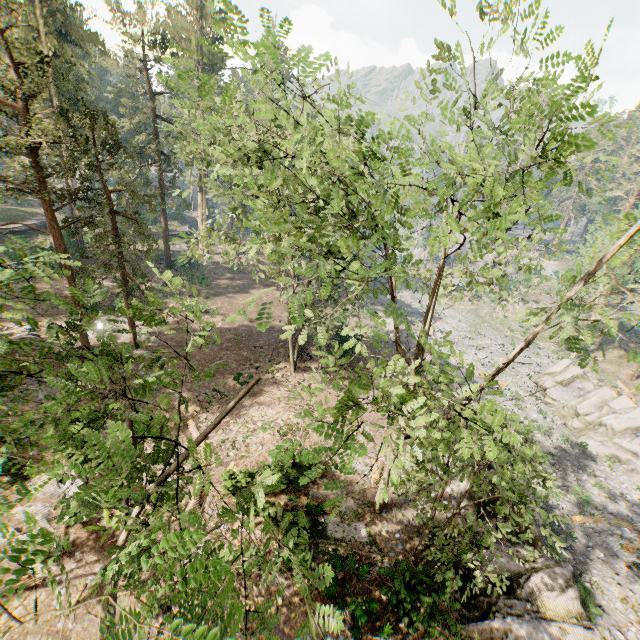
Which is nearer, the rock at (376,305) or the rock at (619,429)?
the rock at (619,429)

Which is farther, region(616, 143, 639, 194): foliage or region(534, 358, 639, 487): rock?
Answer: region(616, 143, 639, 194): foliage

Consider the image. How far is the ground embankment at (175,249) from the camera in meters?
41.8

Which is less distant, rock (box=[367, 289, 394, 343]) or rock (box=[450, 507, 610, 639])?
rock (box=[450, 507, 610, 639])

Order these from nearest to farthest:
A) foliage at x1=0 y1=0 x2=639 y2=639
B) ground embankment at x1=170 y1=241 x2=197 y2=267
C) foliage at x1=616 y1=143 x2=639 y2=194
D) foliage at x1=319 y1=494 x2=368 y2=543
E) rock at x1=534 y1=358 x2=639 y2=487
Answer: foliage at x1=0 y1=0 x2=639 y2=639
foliage at x1=319 y1=494 x2=368 y2=543
rock at x1=534 y1=358 x2=639 y2=487
ground embankment at x1=170 y1=241 x2=197 y2=267
foliage at x1=616 y1=143 x2=639 y2=194

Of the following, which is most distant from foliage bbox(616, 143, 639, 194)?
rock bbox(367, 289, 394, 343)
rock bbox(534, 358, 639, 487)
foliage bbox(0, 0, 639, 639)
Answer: → rock bbox(367, 289, 394, 343)

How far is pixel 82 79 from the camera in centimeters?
3456cm

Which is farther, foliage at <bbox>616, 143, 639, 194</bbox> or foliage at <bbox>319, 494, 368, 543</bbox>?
foliage at <bbox>616, 143, 639, 194</bbox>
